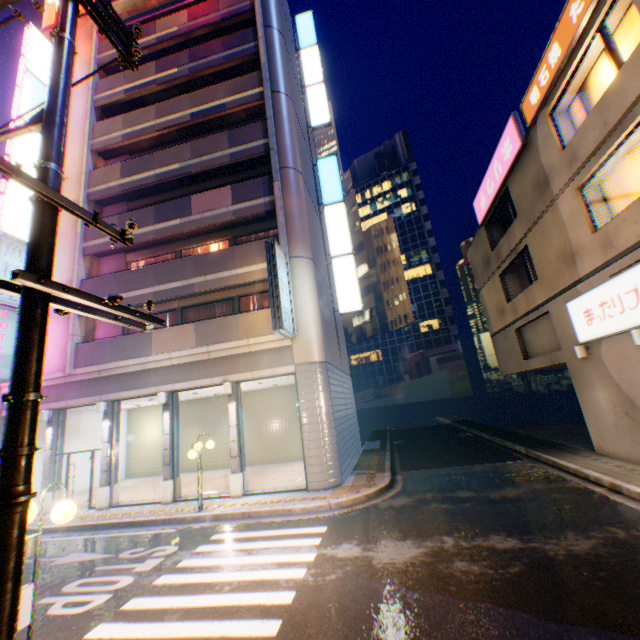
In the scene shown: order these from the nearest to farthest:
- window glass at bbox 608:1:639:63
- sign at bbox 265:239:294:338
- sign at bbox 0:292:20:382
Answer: window glass at bbox 608:1:639:63 < sign at bbox 265:239:294:338 < sign at bbox 0:292:20:382

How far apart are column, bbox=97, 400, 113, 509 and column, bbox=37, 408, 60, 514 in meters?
2.4

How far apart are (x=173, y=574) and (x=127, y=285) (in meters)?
12.09

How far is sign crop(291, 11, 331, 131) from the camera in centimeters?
2109cm

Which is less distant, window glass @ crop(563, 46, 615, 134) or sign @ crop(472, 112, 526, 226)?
window glass @ crop(563, 46, 615, 134)

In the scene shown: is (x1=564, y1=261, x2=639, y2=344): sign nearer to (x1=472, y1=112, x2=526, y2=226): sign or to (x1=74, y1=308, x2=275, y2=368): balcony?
(x1=472, y1=112, x2=526, y2=226): sign

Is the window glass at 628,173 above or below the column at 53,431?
above

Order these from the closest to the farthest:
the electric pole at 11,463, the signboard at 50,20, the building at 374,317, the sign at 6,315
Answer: the electric pole at 11,463 < the sign at 6,315 < the signboard at 50,20 < the building at 374,317
